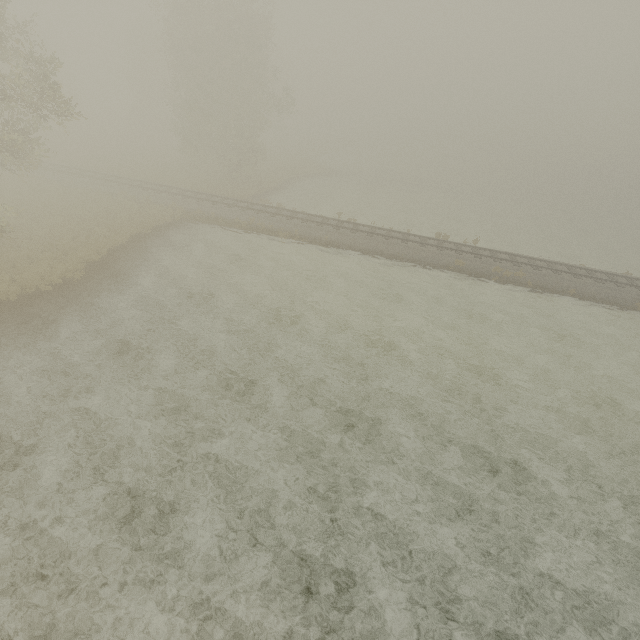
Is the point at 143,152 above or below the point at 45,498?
above
